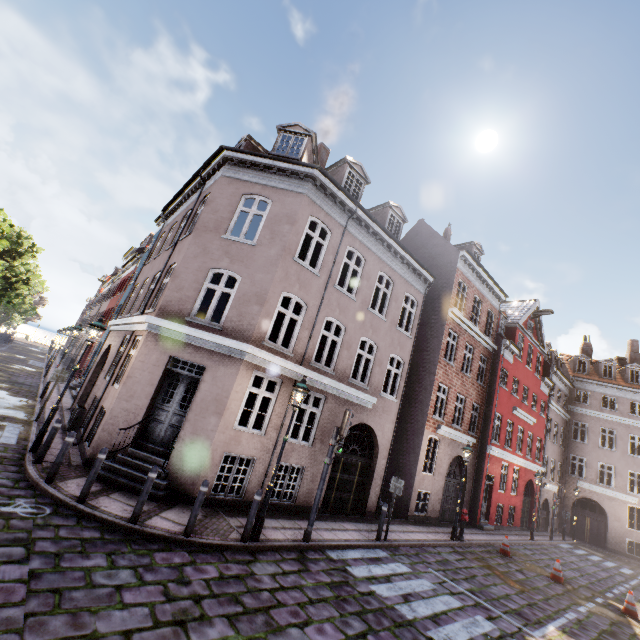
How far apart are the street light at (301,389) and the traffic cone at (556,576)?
12.5 meters

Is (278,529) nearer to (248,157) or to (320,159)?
(248,157)

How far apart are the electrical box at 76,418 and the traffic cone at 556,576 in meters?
18.9

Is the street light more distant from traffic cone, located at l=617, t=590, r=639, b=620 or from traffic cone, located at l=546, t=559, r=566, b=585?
traffic cone, located at l=617, t=590, r=639, b=620

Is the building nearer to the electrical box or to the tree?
the electrical box

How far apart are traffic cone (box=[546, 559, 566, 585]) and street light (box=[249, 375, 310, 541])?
12.52m

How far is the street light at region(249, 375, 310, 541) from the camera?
7.5m

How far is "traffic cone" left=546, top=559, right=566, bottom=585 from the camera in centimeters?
1237cm
